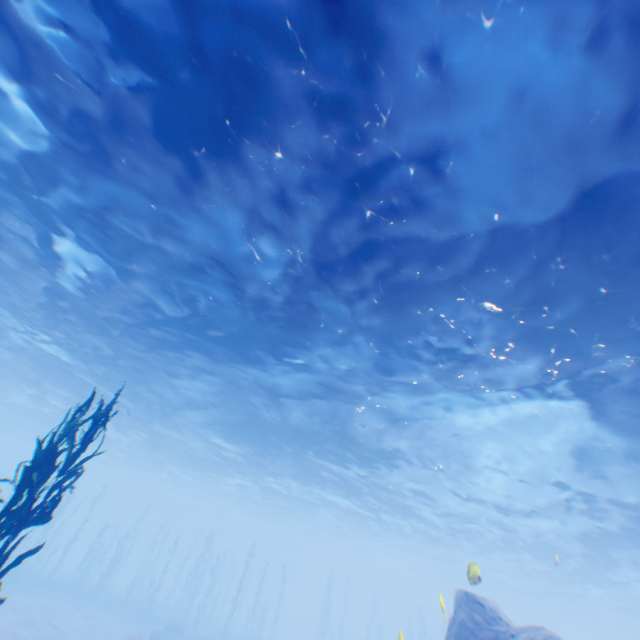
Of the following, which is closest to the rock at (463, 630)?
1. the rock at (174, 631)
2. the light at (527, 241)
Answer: the light at (527, 241)

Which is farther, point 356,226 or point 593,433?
point 593,433

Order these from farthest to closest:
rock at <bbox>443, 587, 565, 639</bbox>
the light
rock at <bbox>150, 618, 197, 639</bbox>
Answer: rock at <bbox>150, 618, 197, 639</bbox>, rock at <bbox>443, 587, 565, 639</bbox>, the light

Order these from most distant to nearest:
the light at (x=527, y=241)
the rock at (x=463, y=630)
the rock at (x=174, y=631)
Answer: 1. the rock at (x=174, y=631)
2. the rock at (x=463, y=630)
3. the light at (x=527, y=241)

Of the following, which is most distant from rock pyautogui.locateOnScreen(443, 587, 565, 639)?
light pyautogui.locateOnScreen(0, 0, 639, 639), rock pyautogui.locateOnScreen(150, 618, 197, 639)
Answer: rock pyautogui.locateOnScreen(150, 618, 197, 639)

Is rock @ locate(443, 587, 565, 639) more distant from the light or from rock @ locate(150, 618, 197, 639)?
rock @ locate(150, 618, 197, 639)

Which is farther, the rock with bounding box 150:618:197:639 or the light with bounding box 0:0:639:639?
the rock with bounding box 150:618:197:639
